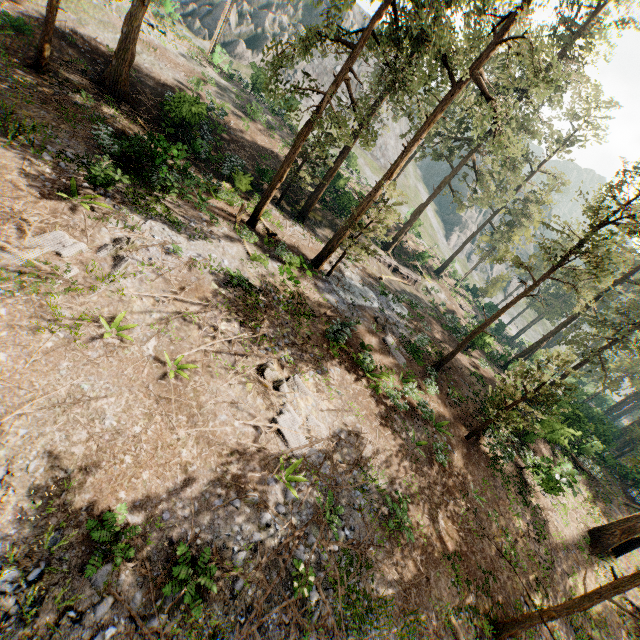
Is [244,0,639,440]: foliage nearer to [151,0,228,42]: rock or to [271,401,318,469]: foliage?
[271,401,318,469]: foliage

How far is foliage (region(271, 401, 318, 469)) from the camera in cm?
1046

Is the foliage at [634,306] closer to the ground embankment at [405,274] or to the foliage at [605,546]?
the foliage at [605,546]

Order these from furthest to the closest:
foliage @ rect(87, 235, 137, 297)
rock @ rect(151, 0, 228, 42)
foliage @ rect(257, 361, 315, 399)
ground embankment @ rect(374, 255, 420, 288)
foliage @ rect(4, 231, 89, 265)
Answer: rock @ rect(151, 0, 228, 42) → ground embankment @ rect(374, 255, 420, 288) → foliage @ rect(257, 361, 315, 399) → foliage @ rect(87, 235, 137, 297) → foliage @ rect(4, 231, 89, 265)

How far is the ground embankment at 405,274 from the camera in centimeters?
3325cm

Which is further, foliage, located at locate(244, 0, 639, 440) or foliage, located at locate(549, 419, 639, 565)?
foliage, located at locate(549, 419, 639, 565)

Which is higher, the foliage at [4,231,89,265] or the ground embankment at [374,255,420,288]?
the ground embankment at [374,255,420,288]

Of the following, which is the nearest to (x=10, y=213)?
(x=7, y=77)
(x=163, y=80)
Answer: (x=7, y=77)
